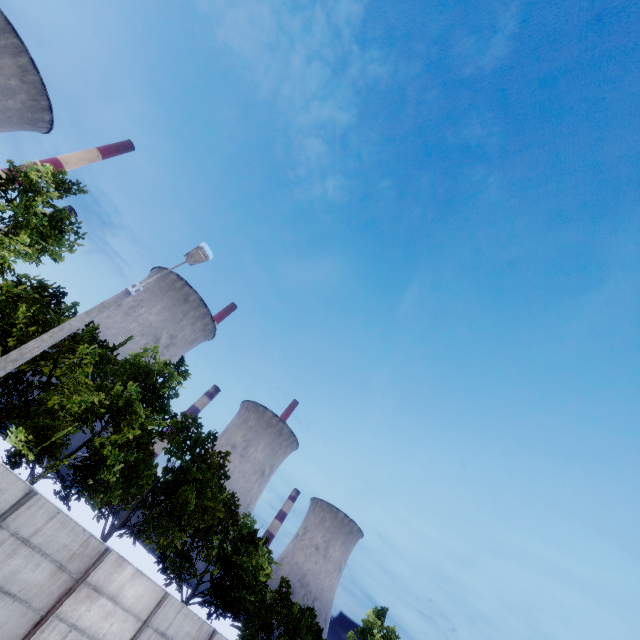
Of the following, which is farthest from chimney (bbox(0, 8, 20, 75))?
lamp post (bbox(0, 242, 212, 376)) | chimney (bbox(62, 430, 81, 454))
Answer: lamp post (bbox(0, 242, 212, 376))

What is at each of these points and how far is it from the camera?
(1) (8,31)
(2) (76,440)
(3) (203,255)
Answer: (1) chimney, 59.1 meters
(2) chimney, 59.0 meters
(3) lamp post, 9.0 meters

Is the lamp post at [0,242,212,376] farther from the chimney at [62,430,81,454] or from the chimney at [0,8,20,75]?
the chimney at [0,8,20,75]

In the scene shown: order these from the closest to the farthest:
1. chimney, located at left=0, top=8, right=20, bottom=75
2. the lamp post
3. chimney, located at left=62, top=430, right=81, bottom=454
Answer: the lamp post, chimney, located at left=62, top=430, right=81, bottom=454, chimney, located at left=0, top=8, right=20, bottom=75

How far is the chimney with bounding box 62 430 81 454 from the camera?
57.3m

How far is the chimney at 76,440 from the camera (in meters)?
57.31

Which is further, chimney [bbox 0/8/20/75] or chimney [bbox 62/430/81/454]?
chimney [bbox 0/8/20/75]

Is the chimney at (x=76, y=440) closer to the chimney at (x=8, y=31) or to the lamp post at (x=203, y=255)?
the chimney at (x=8, y=31)
